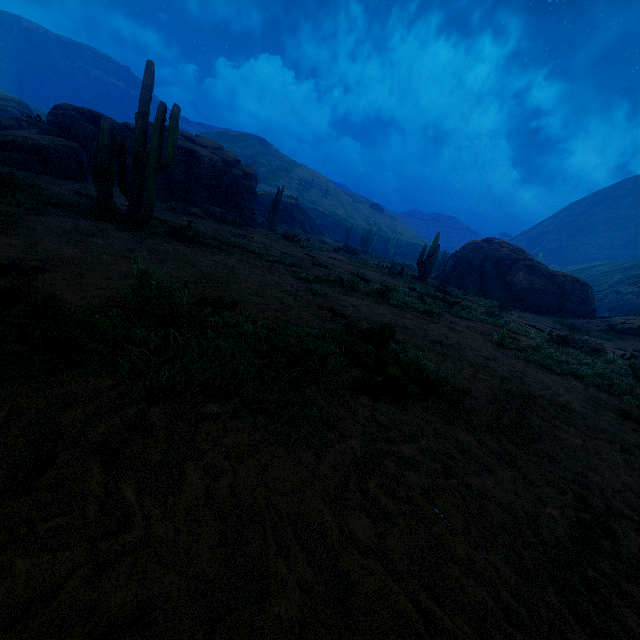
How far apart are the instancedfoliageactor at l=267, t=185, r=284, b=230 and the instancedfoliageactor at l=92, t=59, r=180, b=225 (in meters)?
16.37

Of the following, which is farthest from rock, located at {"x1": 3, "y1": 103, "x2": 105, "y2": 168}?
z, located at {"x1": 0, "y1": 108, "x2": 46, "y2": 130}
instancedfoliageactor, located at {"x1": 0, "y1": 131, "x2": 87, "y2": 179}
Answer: z, located at {"x1": 0, "y1": 108, "x2": 46, "y2": 130}

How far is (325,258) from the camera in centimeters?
1553cm

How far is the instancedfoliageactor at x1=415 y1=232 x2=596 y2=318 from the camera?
21.8 meters

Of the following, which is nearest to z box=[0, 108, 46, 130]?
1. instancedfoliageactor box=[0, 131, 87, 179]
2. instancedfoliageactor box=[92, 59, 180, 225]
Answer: instancedfoliageactor box=[0, 131, 87, 179]

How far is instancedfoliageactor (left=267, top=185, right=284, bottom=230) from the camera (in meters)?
24.64

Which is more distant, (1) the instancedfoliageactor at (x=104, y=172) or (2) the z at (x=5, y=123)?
(2) the z at (x=5, y=123)

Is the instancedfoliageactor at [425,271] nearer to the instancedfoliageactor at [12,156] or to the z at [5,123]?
the instancedfoliageactor at [12,156]
